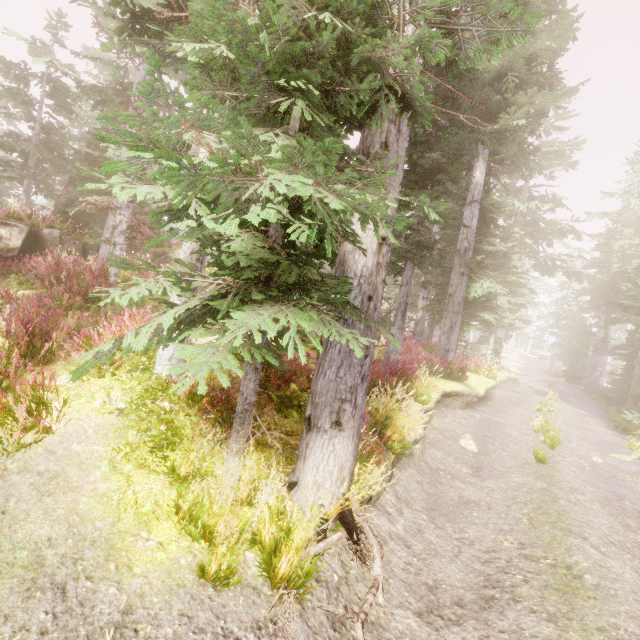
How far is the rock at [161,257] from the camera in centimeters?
1541cm

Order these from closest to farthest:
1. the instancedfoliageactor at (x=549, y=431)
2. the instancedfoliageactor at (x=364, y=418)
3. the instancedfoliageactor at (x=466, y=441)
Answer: the instancedfoliageactor at (x=364, y=418), the instancedfoliageactor at (x=466, y=441), the instancedfoliageactor at (x=549, y=431)

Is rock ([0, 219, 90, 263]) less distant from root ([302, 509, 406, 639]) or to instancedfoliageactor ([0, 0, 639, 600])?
instancedfoliageactor ([0, 0, 639, 600])

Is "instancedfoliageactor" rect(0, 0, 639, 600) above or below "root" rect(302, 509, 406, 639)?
above

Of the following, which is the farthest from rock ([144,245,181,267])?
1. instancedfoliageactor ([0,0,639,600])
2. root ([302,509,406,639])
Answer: root ([302,509,406,639])

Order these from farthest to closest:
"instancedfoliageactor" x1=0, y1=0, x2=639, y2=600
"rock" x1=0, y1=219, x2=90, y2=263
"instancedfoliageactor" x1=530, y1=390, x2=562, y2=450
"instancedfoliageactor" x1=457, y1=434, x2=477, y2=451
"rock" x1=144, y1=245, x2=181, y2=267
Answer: "rock" x1=144, y1=245, x2=181, y2=267
"rock" x1=0, y1=219, x2=90, y2=263
"instancedfoliageactor" x1=530, y1=390, x2=562, y2=450
"instancedfoliageactor" x1=457, y1=434, x2=477, y2=451
"instancedfoliageactor" x1=0, y1=0, x2=639, y2=600

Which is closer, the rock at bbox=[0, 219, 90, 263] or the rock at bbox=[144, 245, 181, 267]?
the rock at bbox=[0, 219, 90, 263]

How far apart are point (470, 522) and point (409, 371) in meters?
4.0
